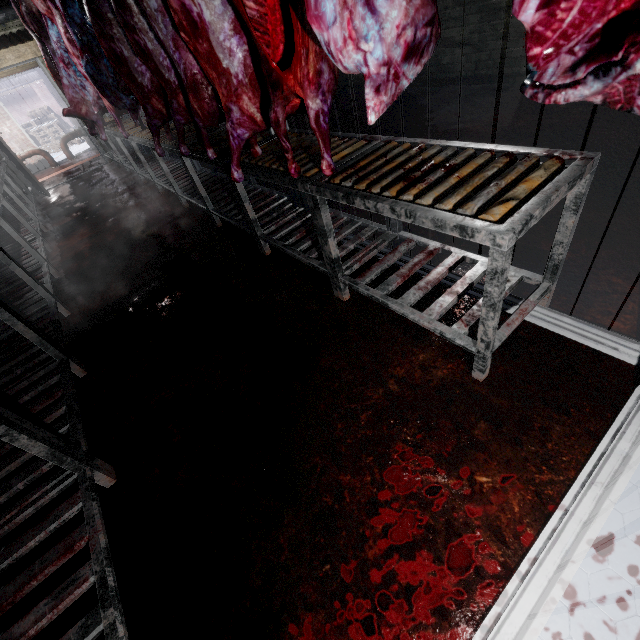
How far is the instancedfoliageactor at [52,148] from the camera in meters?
12.7 m

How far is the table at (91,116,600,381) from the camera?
1.11m

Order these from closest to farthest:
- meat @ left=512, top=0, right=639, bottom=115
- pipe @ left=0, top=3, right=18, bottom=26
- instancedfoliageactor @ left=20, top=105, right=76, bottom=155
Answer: meat @ left=512, top=0, right=639, bottom=115 < pipe @ left=0, top=3, right=18, bottom=26 < instancedfoliageactor @ left=20, top=105, right=76, bottom=155

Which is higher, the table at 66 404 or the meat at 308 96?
the meat at 308 96

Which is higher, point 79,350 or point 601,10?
point 601,10

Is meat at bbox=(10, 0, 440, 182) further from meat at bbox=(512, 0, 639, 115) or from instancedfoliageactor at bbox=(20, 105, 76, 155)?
instancedfoliageactor at bbox=(20, 105, 76, 155)

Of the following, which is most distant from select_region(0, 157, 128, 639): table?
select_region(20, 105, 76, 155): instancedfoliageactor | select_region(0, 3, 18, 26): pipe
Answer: select_region(20, 105, 76, 155): instancedfoliageactor

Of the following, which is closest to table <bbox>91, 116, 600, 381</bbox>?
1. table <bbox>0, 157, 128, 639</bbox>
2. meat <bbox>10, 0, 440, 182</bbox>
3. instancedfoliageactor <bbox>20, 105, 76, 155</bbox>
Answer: meat <bbox>10, 0, 440, 182</bbox>
